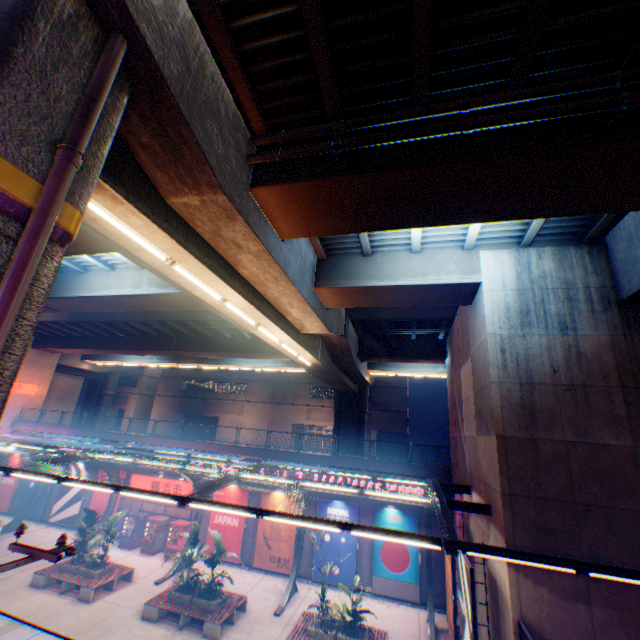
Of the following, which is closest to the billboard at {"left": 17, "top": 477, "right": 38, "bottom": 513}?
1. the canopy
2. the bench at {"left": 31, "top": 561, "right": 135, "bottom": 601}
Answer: the canopy

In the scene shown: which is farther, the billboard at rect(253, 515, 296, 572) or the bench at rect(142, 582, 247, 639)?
the billboard at rect(253, 515, 296, 572)

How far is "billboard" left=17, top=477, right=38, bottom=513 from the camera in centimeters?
2603cm

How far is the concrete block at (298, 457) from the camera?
19.89m

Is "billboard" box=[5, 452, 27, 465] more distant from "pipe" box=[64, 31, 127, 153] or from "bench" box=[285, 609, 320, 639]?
"pipe" box=[64, 31, 127, 153]

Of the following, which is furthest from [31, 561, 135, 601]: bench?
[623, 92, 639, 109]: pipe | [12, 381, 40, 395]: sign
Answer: [623, 92, 639, 109]: pipe

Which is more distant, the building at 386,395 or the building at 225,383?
the building at 225,383

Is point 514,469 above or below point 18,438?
above
